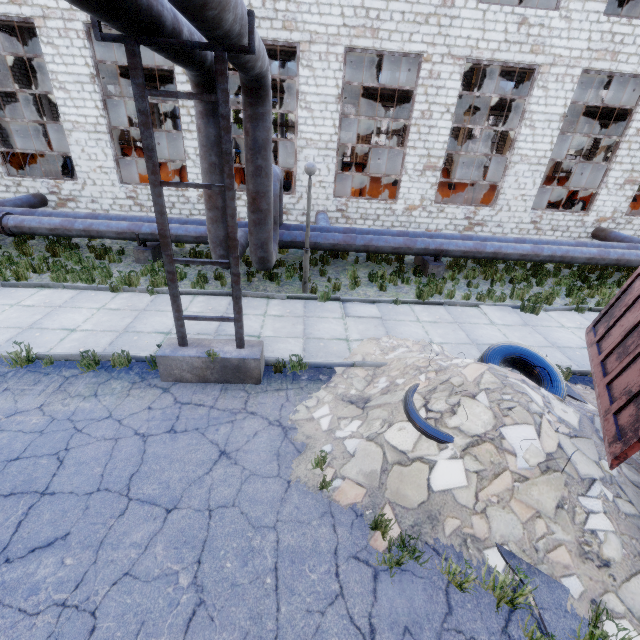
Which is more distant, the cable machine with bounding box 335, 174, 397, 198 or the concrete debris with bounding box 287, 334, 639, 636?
the cable machine with bounding box 335, 174, 397, 198

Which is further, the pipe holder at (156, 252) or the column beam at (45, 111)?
the column beam at (45, 111)

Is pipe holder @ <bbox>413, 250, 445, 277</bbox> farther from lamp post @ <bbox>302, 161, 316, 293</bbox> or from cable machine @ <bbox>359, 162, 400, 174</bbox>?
cable machine @ <bbox>359, 162, 400, 174</bbox>

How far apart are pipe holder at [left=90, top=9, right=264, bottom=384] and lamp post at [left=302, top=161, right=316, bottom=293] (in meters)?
3.53

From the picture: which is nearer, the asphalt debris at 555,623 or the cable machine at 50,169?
the asphalt debris at 555,623

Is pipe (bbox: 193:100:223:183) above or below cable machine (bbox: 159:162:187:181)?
above

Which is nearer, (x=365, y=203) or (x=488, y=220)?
(x=365, y=203)

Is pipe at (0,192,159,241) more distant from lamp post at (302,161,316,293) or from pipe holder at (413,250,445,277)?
lamp post at (302,161,316,293)
